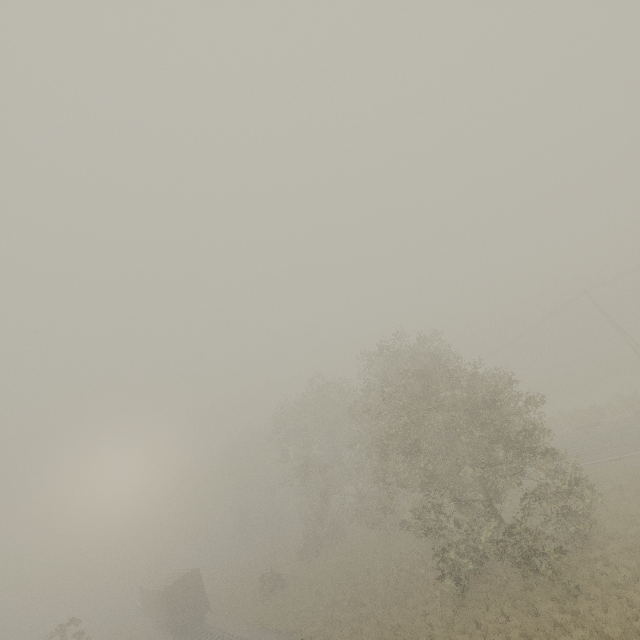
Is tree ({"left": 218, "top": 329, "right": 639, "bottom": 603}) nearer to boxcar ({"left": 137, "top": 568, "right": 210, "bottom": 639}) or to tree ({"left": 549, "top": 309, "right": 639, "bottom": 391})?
boxcar ({"left": 137, "top": 568, "right": 210, "bottom": 639})

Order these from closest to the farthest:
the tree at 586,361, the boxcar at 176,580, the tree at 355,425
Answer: the tree at 355,425, the boxcar at 176,580, the tree at 586,361

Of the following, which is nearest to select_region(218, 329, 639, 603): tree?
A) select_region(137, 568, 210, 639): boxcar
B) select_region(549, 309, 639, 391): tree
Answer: select_region(137, 568, 210, 639): boxcar

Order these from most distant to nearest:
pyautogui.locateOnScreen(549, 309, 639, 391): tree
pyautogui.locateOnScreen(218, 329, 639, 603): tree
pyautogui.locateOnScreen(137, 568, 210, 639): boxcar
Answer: pyautogui.locateOnScreen(549, 309, 639, 391): tree < pyautogui.locateOnScreen(137, 568, 210, 639): boxcar < pyautogui.locateOnScreen(218, 329, 639, 603): tree

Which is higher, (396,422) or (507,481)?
(396,422)

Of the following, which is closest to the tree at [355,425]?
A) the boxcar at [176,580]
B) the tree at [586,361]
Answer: the boxcar at [176,580]

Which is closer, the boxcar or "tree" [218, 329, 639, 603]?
"tree" [218, 329, 639, 603]
